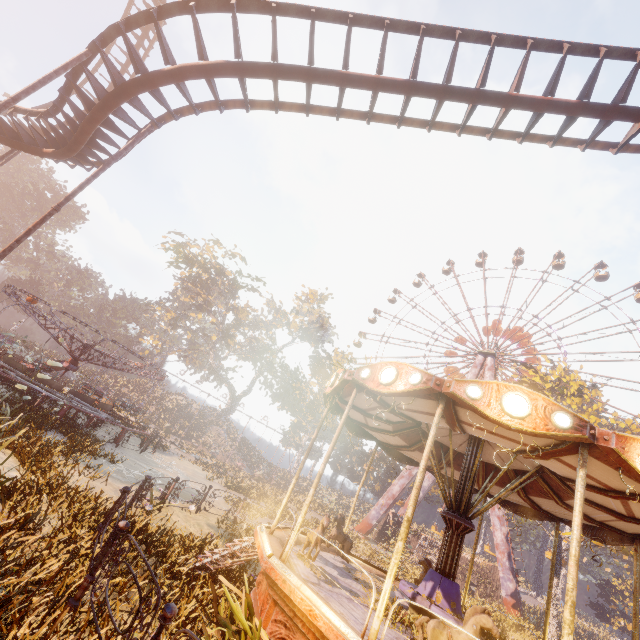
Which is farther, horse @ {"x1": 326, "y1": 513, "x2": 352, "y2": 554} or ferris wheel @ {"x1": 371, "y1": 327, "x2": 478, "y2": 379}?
ferris wheel @ {"x1": 371, "y1": 327, "x2": 478, "y2": 379}

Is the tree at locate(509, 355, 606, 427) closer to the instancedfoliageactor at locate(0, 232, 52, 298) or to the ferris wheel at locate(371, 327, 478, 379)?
the ferris wheel at locate(371, 327, 478, 379)

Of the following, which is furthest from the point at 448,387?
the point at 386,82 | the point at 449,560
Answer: the point at 386,82

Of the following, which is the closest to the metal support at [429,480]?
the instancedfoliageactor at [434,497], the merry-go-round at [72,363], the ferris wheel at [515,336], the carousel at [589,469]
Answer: the ferris wheel at [515,336]

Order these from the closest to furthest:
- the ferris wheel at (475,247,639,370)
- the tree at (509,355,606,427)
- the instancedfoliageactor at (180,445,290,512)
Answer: the instancedfoliageactor at (180,445,290,512) → the tree at (509,355,606,427) → the ferris wheel at (475,247,639,370)

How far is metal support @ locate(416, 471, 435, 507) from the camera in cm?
4222

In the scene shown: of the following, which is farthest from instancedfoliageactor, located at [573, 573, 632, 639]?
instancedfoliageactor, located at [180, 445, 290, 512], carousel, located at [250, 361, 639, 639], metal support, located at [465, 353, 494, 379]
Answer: carousel, located at [250, 361, 639, 639]

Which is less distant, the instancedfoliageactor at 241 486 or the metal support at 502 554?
the instancedfoliageactor at 241 486
